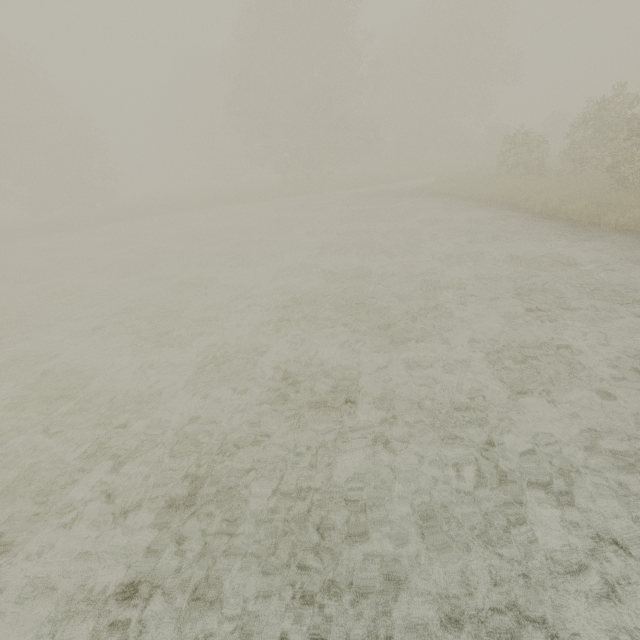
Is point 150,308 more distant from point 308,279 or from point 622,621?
point 622,621
